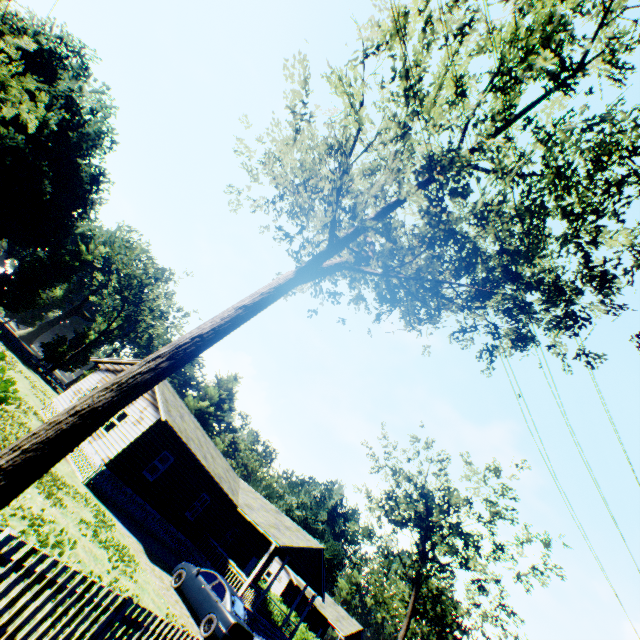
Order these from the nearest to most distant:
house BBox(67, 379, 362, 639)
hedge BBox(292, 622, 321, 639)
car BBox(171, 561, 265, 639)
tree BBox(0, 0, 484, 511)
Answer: tree BBox(0, 0, 484, 511)
car BBox(171, 561, 265, 639)
house BBox(67, 379, 362, 639)
hedge BBox(292, 622, 321, 639)

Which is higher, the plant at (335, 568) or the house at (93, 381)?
the plant at (335, 568)

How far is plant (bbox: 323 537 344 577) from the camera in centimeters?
5706cm

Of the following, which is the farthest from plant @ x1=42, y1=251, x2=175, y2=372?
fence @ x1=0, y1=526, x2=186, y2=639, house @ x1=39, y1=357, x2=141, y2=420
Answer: house @ x1=39, y1=357, x2=141, y2=420

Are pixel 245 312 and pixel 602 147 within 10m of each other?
yes

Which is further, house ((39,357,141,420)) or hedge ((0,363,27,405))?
house ((39,357,141,420))

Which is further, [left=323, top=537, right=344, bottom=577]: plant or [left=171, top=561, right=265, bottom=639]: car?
[left=323, top=537, right=344, bottom=577]: plant

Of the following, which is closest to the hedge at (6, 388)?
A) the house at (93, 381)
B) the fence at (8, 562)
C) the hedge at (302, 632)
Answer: the fence at (8, 562)
